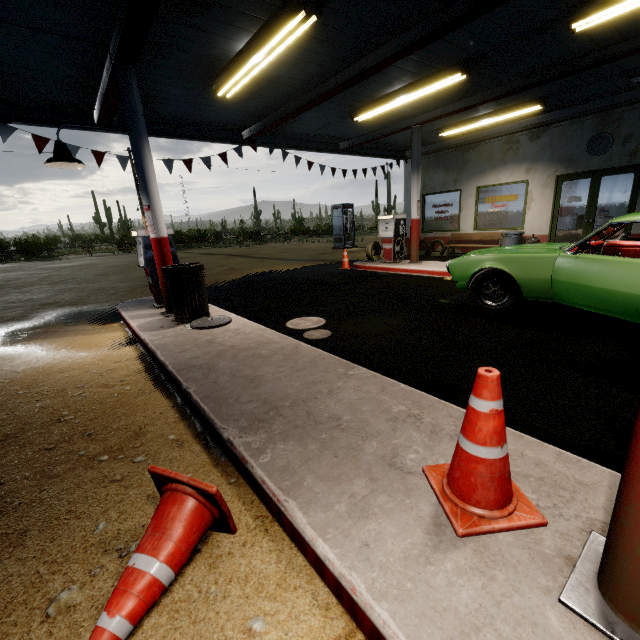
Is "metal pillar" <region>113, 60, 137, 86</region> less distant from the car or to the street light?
the street light

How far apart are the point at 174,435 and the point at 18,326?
6.1 meters

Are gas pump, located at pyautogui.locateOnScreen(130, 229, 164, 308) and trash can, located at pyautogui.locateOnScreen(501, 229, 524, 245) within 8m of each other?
no

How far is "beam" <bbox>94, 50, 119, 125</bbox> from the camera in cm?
513

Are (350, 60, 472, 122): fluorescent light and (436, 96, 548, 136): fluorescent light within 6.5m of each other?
yes

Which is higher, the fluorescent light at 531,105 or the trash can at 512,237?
the fluorescent light at 531,105

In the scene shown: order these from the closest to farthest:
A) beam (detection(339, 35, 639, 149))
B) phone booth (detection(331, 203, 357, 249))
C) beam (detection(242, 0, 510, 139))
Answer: beam (detection(242, 0, 510, 139)) → beam (detection(339, 35, 639, 149)) → phone booth (detection(331, 203, 357, 249))

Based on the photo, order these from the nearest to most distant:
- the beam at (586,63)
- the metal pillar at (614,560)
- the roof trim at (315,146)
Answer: the metal pillar at (614,560)
the beam at (586,63)
the roof trim at (315,146)
